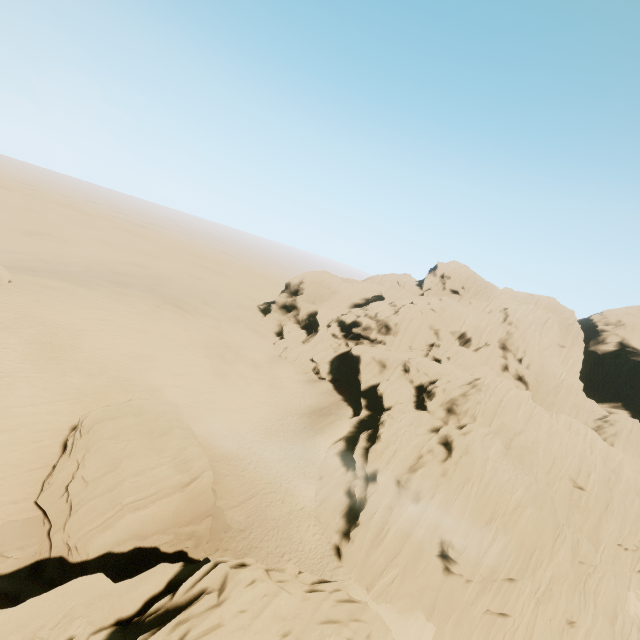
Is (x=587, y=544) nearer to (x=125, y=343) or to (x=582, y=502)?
(x=582, y=502)

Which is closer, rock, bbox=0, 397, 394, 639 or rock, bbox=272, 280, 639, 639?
rock, bbox=0, 397, 394, 639

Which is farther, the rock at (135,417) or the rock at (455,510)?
the rock at (455,510)
